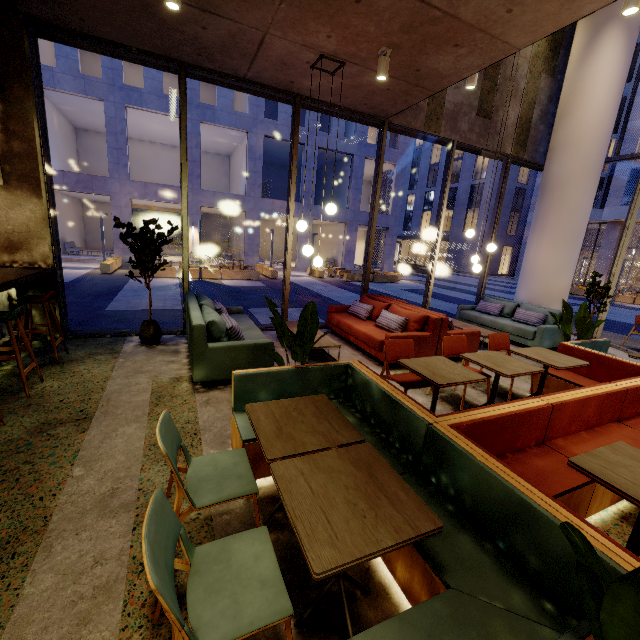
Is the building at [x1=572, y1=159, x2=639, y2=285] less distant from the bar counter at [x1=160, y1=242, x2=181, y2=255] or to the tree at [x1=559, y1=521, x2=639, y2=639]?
the bar counter at [x1=160, y1=242, x2=181, y2=255]

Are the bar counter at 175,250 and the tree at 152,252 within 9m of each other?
no

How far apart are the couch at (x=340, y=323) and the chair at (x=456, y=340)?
0.9 meters

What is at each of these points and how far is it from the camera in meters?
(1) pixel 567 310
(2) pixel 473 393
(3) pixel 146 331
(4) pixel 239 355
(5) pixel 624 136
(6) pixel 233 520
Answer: (1) tree, 5.1 m
(2) building, 4.7 m
(3) pot, 5.4 m
(4) couch, 4.2 m
(5) building, 24.9 m
(6) building, 2.3 m

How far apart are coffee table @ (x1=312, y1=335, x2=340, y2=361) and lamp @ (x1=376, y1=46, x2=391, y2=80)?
4.0m

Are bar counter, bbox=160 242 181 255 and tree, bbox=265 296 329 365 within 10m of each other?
no

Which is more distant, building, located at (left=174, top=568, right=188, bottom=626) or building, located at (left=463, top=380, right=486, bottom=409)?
building, located at (left=463, top=380, right=486, bottom=409)

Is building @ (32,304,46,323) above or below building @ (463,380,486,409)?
above
